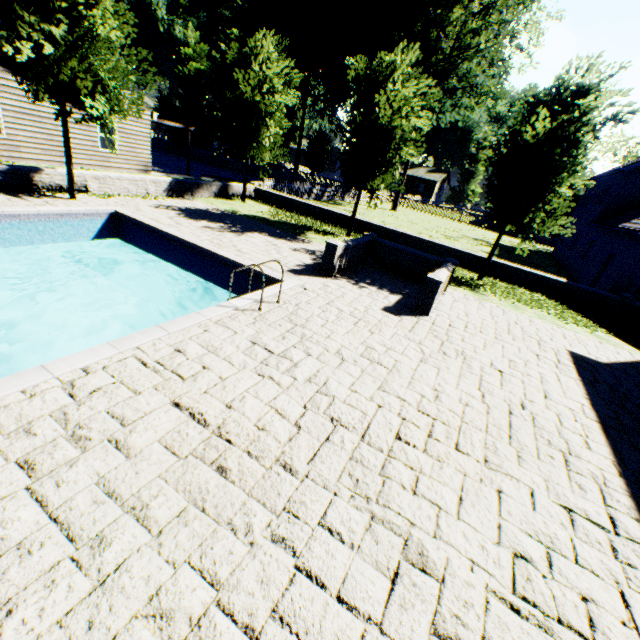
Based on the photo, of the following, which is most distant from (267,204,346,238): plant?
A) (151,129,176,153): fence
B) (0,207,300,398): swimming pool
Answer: (0,207,300,398): swimming pool

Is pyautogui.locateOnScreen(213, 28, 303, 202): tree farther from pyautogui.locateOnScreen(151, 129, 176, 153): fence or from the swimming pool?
the swimming pool

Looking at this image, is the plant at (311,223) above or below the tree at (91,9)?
below

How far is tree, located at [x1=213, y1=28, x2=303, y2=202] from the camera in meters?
15.3 m

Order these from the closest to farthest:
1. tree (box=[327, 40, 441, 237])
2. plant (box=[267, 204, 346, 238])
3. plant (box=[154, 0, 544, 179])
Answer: tree (box=[327, 40, 441, 237]) → plant (box=[267, 204, 346, 238]) → plant (box=[154, 0, 544, 179])

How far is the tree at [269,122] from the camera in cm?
1527

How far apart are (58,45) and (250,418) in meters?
12.3

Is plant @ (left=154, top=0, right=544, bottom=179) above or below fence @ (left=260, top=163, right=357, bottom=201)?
above
